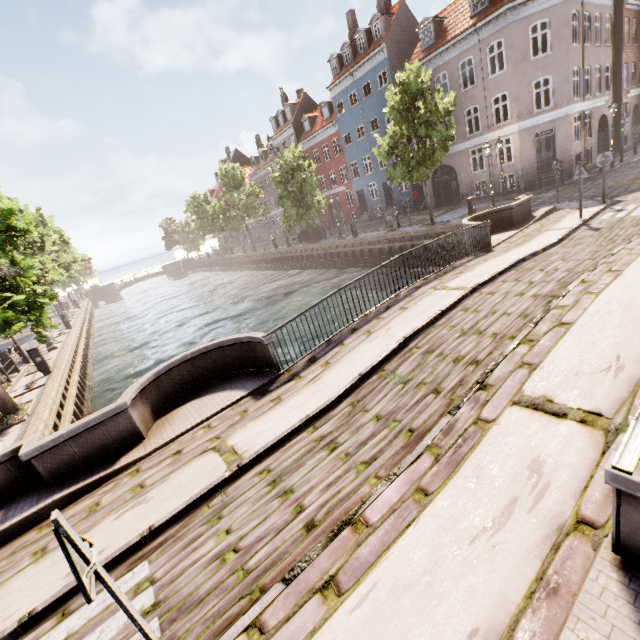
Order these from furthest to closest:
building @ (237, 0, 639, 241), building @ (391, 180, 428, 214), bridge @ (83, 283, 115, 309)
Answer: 1. bridge @ (83, 283, 115, 309)
2. building @ (391, 180, 428, 214)
3. building @ (237, 0, 639, 241)

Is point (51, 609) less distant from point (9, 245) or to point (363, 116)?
point (9, 245)

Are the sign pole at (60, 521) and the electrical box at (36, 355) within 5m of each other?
no

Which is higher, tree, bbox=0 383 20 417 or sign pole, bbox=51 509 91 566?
sign pole, bbox=51 509 91 566

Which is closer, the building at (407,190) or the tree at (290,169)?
the tree at (290,169)

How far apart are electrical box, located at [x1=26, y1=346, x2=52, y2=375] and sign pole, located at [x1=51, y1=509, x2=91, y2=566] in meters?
15.4

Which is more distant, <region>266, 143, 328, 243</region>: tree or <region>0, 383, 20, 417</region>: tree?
<region>266, 143, 328, 243</region>: tree

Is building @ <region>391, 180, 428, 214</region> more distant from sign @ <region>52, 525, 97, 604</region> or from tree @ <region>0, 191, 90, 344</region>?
sign @ <region>52, 525, 97, 604</region>
